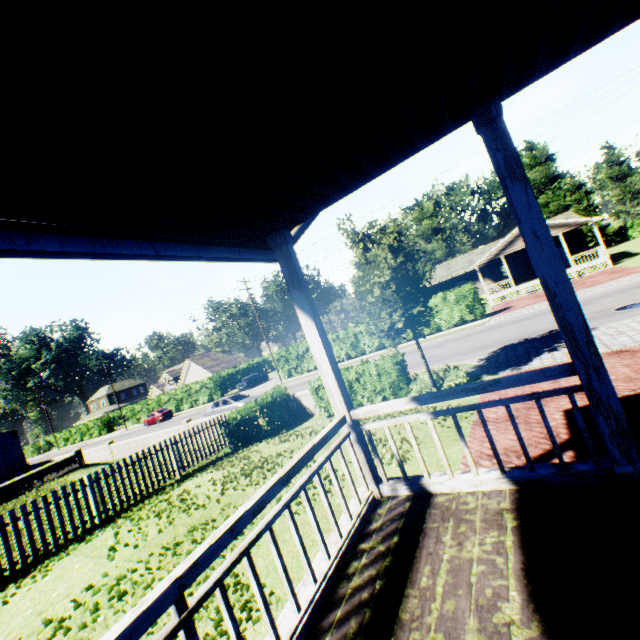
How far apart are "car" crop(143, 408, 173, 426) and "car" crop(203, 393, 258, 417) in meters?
20.5

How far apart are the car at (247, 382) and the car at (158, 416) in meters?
9.0 m

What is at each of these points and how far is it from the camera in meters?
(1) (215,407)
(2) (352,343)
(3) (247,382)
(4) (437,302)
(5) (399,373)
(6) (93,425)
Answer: (1) car, 23.2 m
(2) hedge, 31.1 m
(3) car, 41.4 m
(4) hedge, 27.2 m
(5) hedge, 12.0 m
(6) hedge, 58.4 m

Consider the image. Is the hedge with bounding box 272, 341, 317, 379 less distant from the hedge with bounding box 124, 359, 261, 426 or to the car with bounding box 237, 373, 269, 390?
the car with bounding box 237, 373, 269, 390

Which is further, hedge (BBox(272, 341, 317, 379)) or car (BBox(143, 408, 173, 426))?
car (BBox(143, 408, 173, 426))

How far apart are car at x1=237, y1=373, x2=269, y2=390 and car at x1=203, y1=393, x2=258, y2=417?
16.7 meters

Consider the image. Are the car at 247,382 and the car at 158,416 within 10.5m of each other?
yes

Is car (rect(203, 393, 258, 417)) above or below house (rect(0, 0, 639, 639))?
below
